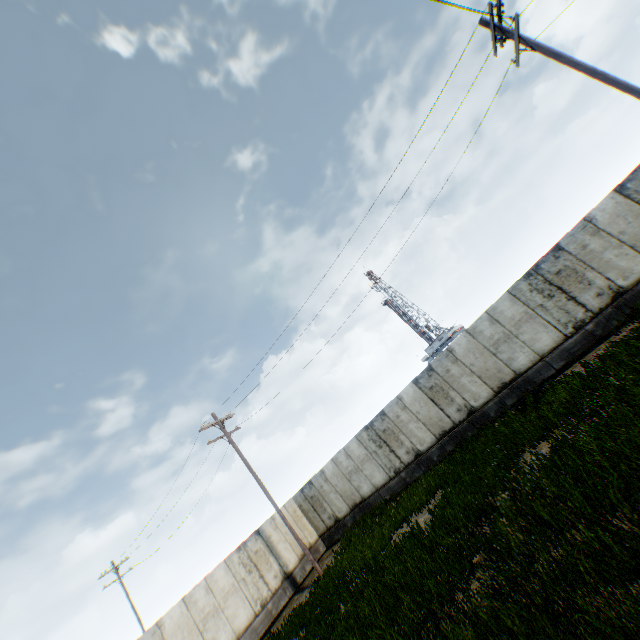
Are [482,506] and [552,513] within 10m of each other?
yes
